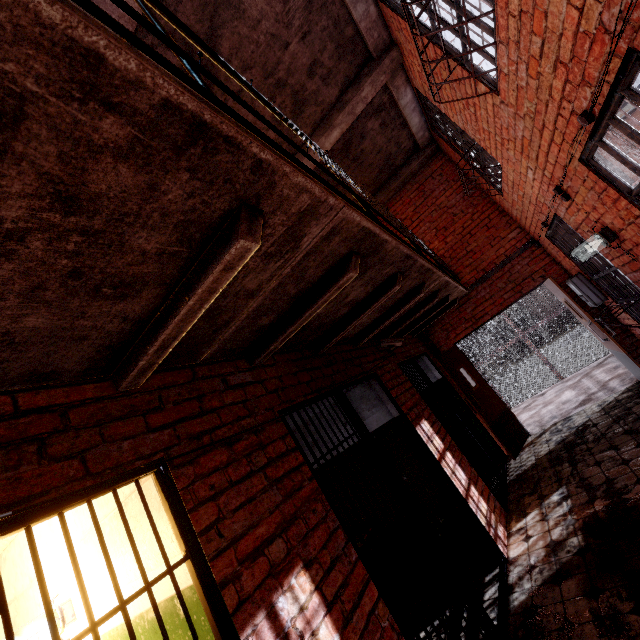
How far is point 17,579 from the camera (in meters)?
2.99

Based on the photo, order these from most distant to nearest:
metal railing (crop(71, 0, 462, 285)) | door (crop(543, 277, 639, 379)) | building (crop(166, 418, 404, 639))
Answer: door (crop(543, 277, 639, 379))
building (crop(166, 418, 404, 639))
metal railing (crop(71, 0, 462, 285))

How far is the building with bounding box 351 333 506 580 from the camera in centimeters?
375cm

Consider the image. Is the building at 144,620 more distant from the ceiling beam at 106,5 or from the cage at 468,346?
the cage at 468,346

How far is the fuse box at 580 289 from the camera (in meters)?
5.18

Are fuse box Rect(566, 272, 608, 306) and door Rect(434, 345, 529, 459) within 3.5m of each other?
yes

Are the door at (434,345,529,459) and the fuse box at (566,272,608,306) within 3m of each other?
yes

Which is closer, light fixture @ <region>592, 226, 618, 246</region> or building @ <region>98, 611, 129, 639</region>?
building @ <region>98, 611, 129, 639</region>
